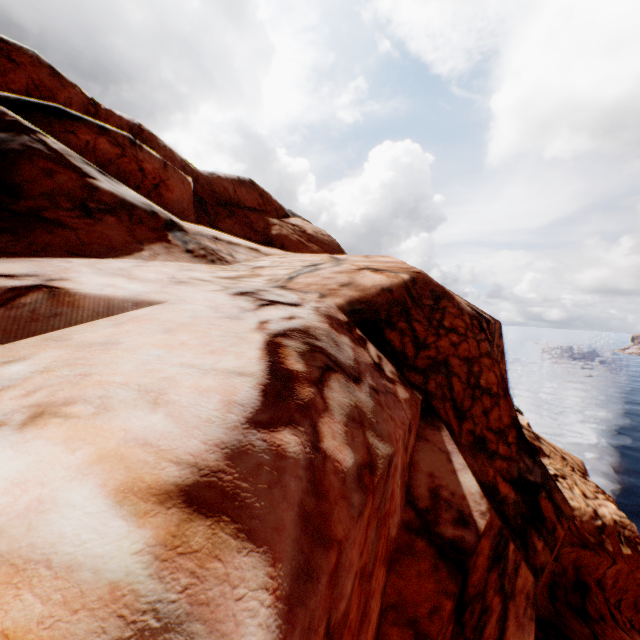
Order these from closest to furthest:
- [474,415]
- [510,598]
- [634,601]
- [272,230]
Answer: [510,598]
[474,415]
[634,601]
[272,230]
